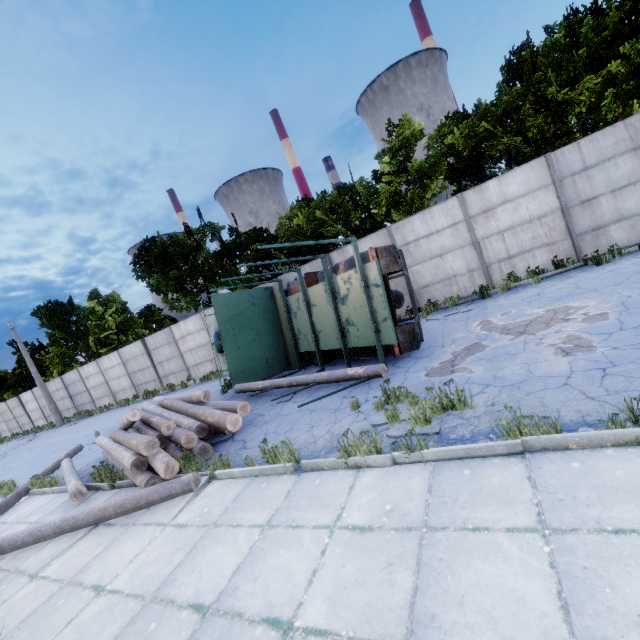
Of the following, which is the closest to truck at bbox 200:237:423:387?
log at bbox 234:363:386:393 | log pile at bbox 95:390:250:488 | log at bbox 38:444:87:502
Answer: log at bbox 234:363:386:393

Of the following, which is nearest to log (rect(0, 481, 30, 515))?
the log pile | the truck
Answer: the log pile

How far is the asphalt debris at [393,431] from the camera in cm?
466

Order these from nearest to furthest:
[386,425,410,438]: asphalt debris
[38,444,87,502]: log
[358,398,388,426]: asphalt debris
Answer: [386,425,410,438]: asphalt debris < [358,398,388,426]: asphalt debris < [38,444,87,502]: log

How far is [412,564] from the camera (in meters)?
2.77

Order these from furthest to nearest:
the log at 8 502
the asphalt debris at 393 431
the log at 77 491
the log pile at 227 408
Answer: the log at 8 502 → the log at 77 491 → the log pile at 227 408 → the asphalt debris at 393 431

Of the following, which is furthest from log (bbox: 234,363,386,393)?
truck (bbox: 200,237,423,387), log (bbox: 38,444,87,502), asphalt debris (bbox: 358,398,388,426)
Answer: log (bbox: 38,444,87,502)

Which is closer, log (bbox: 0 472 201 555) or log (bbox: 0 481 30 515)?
log (bbox: 0 472 201 555)
